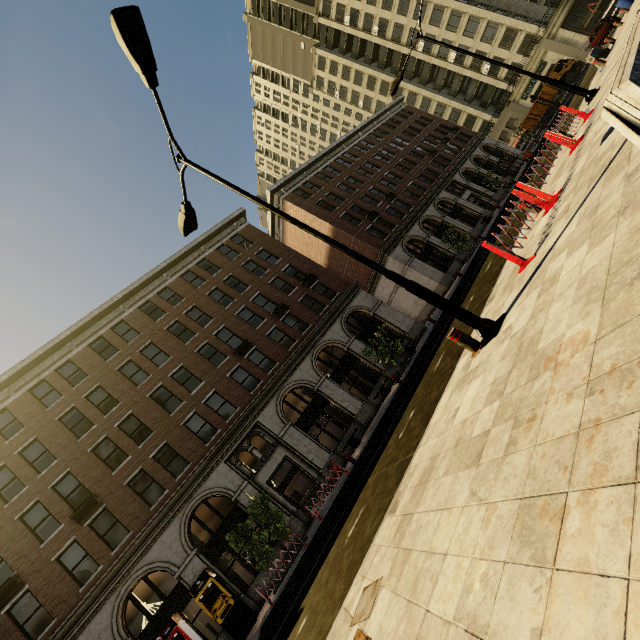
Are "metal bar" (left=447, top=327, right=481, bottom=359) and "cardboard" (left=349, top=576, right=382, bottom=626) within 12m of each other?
yes

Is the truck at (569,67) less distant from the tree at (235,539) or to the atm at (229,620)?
the tree at (235,539)

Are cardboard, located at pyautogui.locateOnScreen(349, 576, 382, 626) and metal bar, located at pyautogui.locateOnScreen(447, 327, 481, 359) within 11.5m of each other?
yes

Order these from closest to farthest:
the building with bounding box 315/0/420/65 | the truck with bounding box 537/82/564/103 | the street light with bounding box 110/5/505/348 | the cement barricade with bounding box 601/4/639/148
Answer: the cement barricade with bounding box 601/4/639/148
the street light with bounding box 110/5/505/348
the truck with bounding box 537/82/564/103
the building with bounding box 315/0/420/65

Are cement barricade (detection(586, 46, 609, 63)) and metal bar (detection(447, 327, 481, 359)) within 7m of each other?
no

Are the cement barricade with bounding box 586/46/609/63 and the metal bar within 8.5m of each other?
no

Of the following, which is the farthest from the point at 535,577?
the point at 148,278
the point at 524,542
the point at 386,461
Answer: the point at 148,278

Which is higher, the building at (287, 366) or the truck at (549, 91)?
the building at (287, 366)
